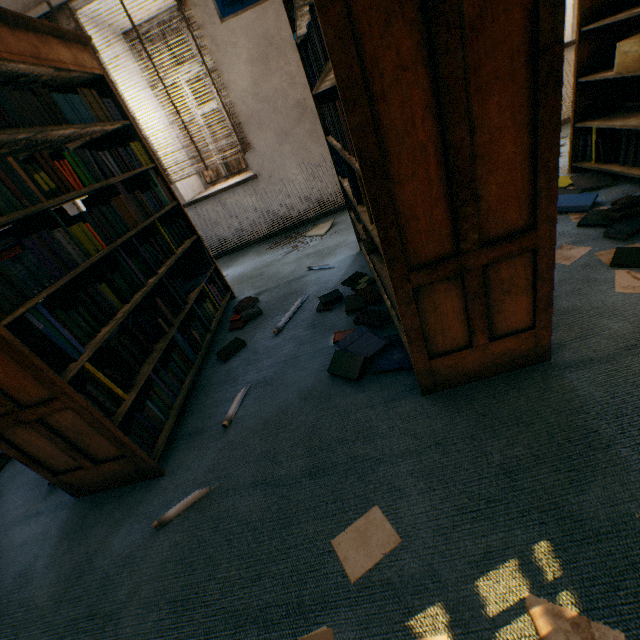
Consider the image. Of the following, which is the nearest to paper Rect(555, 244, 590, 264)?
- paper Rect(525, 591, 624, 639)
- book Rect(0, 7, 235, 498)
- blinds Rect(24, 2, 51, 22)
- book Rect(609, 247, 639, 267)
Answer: book Rect(609, 247, 639, 267)

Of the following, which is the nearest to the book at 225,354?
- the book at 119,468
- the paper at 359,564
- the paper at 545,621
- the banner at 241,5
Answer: the book at 119,468

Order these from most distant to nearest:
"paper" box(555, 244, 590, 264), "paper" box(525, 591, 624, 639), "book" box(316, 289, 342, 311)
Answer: "book" box(316, 289, 342, 311)
"paper" box(555, 244, 590, 264)
"paper" box(525, 591, 624, 639)

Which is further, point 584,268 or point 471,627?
point 584,268

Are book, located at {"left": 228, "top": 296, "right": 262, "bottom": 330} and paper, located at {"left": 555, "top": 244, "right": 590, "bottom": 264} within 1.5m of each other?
no

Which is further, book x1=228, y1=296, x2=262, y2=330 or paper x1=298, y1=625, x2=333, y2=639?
book x1=228, y1=296, x2=262, y2=330

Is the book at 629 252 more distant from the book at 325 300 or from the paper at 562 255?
the book at 325 300

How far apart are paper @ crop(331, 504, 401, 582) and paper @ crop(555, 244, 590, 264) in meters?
1.8 m
